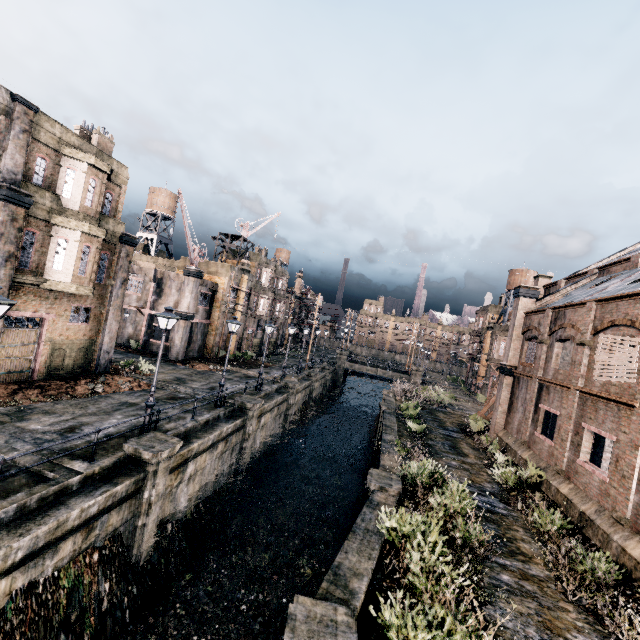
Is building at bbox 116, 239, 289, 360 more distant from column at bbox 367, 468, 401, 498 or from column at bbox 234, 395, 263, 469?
column at bbox 367, 468, 401, 498

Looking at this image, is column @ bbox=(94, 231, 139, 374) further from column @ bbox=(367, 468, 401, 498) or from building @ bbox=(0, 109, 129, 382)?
column @ bbox=(367, 468, 401, 498)

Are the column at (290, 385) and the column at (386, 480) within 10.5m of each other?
no

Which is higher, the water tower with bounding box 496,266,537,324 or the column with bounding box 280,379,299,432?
the water tower with bounding box 496,266,537,324

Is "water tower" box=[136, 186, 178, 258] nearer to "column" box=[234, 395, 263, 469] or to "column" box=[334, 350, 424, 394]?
"column" box=[334, 350, 424, 394]

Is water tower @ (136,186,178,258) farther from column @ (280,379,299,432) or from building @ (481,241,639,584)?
building @ (481,241,639,584)

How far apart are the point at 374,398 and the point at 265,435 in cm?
3679

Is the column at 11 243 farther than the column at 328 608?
Yes
